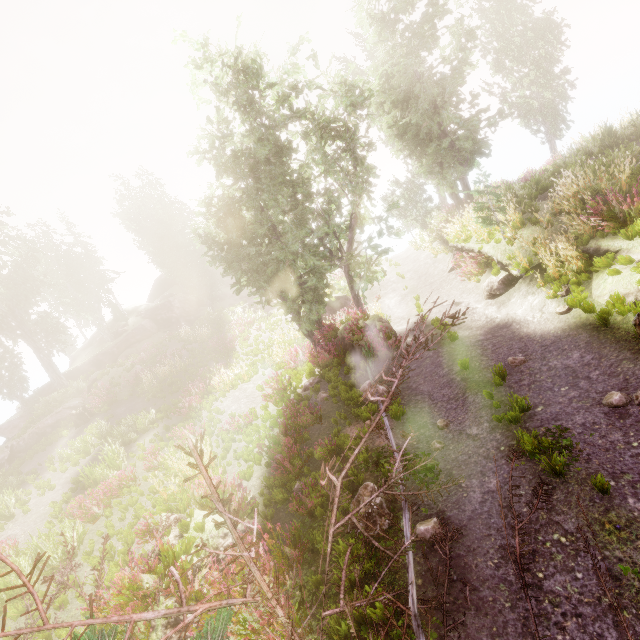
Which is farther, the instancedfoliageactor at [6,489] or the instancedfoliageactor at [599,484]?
the instancedfoliageactor at [6,489]

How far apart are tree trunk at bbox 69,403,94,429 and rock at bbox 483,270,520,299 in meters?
23.1

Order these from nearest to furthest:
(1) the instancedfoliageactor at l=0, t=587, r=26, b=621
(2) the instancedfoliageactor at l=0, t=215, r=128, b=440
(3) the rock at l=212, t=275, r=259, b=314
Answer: (1) the instancedfoliageactor at l=0, t=587, r=26, b=621
(2) the instancedfoliageactor at l=0, t=215, r=128, b=440
(3) the rock at l=212, t=275, r=259, b=314

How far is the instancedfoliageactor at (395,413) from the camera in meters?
8.3 m

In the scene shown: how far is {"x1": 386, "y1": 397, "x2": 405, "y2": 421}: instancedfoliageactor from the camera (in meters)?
8.31

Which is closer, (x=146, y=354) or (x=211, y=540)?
(x=211, y=540)

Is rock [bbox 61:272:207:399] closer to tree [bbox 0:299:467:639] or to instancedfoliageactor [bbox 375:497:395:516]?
instancedfoliageactor [bbox 375:497:395:516]
